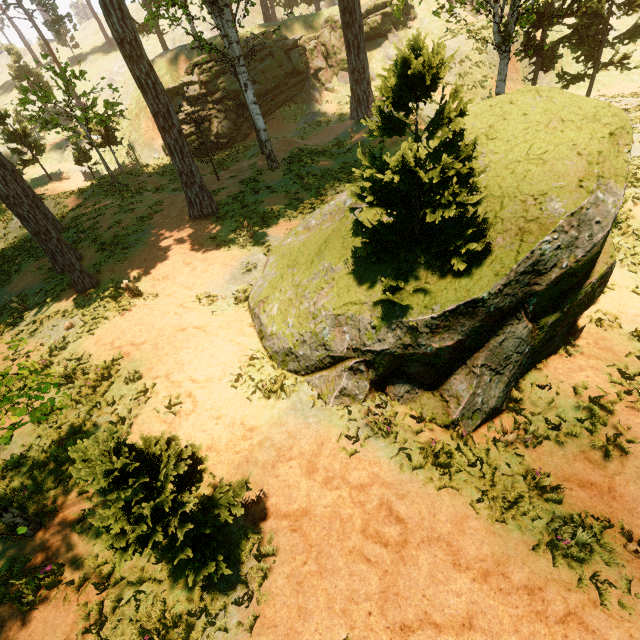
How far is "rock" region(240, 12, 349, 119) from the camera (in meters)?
28.67

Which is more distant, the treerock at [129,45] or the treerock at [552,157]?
the treerock at [129,45]

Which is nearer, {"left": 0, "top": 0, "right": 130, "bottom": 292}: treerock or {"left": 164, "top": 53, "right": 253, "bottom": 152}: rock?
{"left": 0, "top": 0, "right": 130, "bottom": 292}: treerock

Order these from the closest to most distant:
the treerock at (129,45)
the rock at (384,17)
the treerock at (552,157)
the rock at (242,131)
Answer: the treerock at (552,157), the treerock at (129,45), the rock at (242,131), the rock at (384,17)

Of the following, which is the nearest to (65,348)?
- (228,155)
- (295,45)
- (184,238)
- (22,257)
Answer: (184,238)

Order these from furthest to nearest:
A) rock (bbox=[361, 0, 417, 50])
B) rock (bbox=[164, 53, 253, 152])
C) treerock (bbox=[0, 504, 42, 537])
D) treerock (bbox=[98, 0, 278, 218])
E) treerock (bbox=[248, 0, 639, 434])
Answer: rock (bbox=[361, 0, 417, 50]) < rock (bbox=[164, 53, 253, 152]) < treerock (bbox=[98, 0, 278, 218]) < treerock (bbox=[248, 0, 639, 434]) < treerock (bbox=[0, 504, 42, 537])
